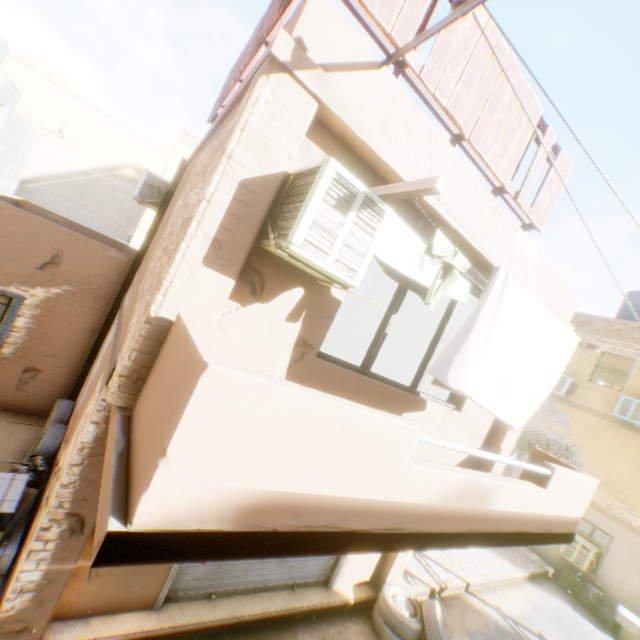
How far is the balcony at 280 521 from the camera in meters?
1.7

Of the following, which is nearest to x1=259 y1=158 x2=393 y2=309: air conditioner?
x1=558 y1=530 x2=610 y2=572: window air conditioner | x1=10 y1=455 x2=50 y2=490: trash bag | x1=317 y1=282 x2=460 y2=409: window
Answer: x1=317 y1=282 x2=460 y2=409: window

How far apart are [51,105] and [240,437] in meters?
34.8 m

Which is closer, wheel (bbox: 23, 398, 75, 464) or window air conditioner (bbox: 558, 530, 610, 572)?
wheel (bbox: 23, 398, 75, 464)

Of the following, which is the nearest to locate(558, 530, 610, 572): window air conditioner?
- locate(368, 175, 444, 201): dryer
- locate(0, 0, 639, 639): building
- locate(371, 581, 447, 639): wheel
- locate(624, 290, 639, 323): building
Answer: locate(0, 0, 639, 639): building

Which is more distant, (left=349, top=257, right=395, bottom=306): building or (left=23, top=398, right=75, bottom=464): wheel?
(left=349, top=257, right=395, bottom=306): building

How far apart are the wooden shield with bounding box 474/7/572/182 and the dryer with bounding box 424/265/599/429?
0.5 meters

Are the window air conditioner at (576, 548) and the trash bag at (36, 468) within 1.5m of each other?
no
